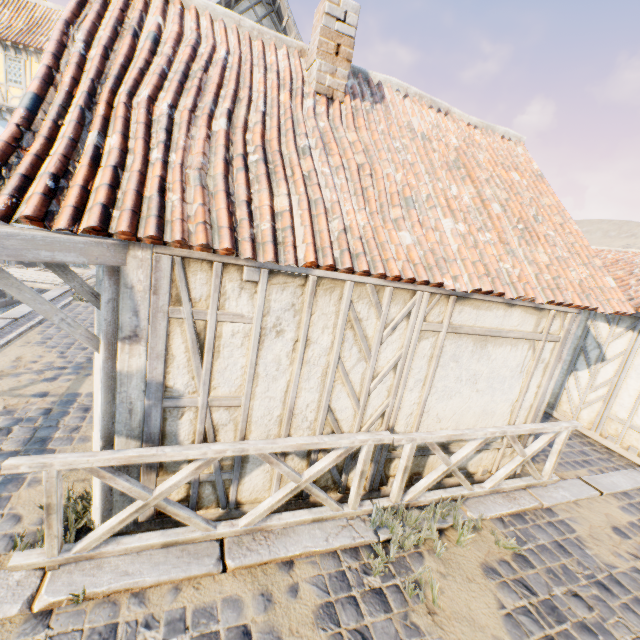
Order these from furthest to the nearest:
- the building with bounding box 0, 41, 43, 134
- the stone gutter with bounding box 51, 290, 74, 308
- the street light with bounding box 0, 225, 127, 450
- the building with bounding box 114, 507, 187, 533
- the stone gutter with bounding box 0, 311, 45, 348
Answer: the building with bounding box 0, 41, 43, 134, the stone gutter with bounding box 51, 290, 74, 308, the stone gutter with bounding box 0, 311, 45, 348, the building with bounding box 114, 507, 187, 533, the street light with bounding box 0, 225, 127, 450

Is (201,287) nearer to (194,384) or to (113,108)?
(194,384)

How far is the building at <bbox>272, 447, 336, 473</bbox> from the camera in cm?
365

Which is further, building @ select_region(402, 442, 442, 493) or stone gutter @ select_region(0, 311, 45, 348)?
stone gutter @ select_region(0, 311, 45, 348)

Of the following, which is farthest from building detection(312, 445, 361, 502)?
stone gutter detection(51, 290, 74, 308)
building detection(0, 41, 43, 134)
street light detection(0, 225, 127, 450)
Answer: building detection(0, 41, 43, 134)

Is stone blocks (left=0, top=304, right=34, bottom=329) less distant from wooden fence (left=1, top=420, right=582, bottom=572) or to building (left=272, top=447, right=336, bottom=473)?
wooden fence (left=1, top=420, right=582, bottom=572)

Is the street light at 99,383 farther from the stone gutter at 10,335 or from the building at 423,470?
the stone gutter at 10,335

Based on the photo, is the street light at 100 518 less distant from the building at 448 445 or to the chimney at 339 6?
the building at 448 445
